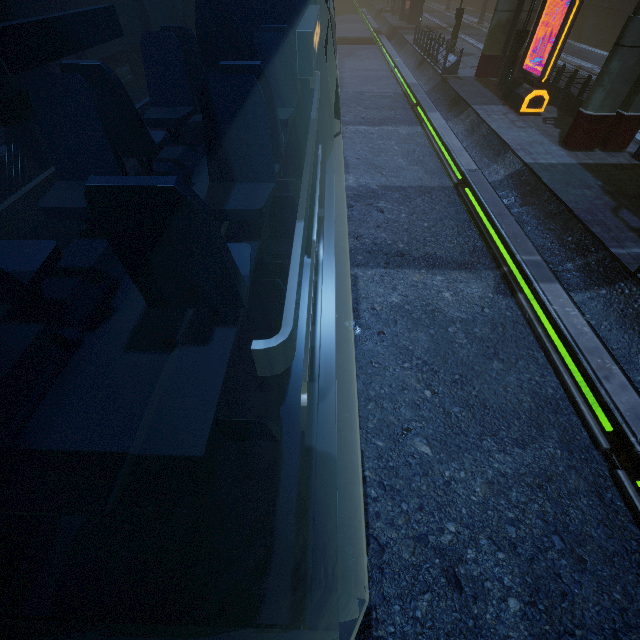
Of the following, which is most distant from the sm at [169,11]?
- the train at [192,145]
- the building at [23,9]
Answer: the train at [192,145]

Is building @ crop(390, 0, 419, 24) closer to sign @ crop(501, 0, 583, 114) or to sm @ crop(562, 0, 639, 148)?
sm @ crop(562, 0, 639, 148)

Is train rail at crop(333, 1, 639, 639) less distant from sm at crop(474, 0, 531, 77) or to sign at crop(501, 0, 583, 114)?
sm at crop(474, 0, 531, 77)

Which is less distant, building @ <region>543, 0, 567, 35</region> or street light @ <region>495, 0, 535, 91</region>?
street light @ <region>495, 0, 535, 91</region>

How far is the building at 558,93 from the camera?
14.12m

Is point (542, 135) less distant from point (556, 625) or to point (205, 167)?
point (205, 167)

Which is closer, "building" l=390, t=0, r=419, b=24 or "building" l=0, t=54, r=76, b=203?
"building" l=0, t=54, r=76, b=203
